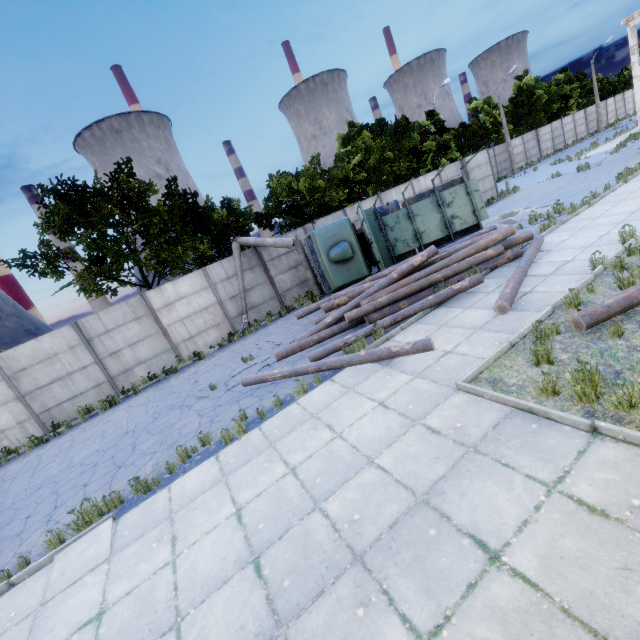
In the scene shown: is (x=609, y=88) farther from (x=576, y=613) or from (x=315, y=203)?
(x=576, y=613)

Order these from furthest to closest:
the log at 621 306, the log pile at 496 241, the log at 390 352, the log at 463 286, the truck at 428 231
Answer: the truck at 428 231
the log pile at 496 241
the log at 463 286
the log at 390 352
the log at 621 306

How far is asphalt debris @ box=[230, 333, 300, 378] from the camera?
10.52m

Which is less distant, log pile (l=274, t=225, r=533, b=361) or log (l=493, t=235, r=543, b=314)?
log (l=493, t=235, r=543, b=314)

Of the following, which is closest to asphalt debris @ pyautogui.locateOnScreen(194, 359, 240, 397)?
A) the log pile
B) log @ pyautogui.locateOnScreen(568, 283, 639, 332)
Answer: the log pile

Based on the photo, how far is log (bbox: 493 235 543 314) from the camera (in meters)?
7.33

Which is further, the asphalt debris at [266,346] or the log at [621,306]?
the asphalt debris at [266,346]
